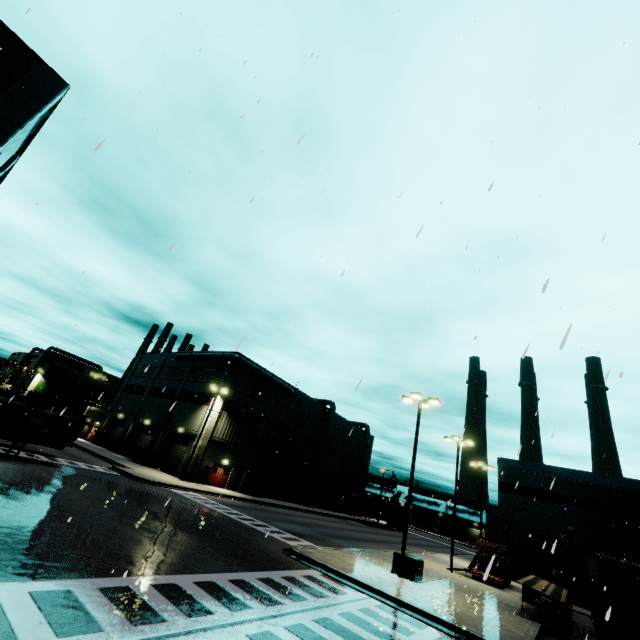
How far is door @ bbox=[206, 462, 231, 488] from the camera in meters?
36.1

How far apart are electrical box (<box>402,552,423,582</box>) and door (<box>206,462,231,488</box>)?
24.2 meters

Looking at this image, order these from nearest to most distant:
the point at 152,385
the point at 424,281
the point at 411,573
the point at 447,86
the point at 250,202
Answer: the point at 250,202 → the point at 447,86 → the point at 424,281 → the point at 411,573 → the point at 152,385

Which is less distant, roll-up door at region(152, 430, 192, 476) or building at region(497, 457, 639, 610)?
building at region(497, 457, 639, 610)

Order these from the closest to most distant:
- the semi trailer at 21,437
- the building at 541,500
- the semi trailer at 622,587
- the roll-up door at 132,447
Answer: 1. the semi trailer at 622,587
2. the semi trailer at 21,437
3. the building at 541,500
4. the roll-up door at 132,447

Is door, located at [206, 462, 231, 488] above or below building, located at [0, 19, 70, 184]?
below

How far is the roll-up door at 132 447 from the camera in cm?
4072

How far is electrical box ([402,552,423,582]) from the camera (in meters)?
17.16
